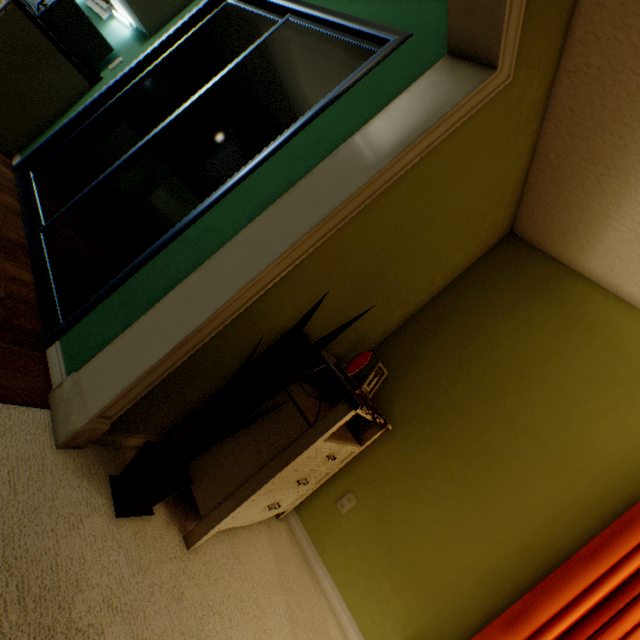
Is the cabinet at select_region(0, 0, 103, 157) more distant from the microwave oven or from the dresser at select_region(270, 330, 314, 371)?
the dresser at select_region(270, 330, 314, 371)

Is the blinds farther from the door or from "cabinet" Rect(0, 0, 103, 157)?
"cabinet" Rect(0, 0, 103, 157)

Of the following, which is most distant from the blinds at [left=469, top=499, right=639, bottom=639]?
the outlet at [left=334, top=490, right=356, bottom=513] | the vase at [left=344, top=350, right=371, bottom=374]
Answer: the vase at [left=344, top=350, right=371, bottom=374]

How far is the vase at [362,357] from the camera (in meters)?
1.78

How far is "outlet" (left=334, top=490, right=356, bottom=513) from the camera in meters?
2.0

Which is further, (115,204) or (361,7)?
(115,204)

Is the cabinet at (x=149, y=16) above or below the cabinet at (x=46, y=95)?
above

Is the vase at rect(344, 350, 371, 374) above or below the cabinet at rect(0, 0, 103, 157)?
above
